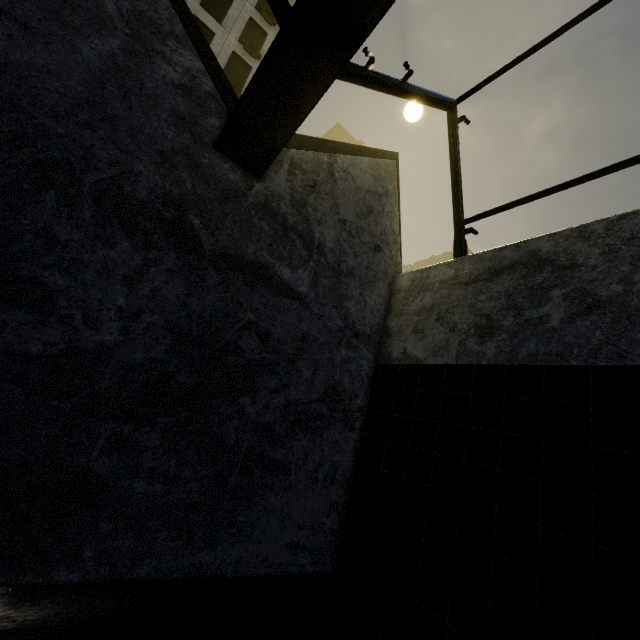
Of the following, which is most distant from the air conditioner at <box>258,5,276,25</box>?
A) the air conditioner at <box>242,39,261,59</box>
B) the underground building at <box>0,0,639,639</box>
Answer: the underground building at <box>0,0,639,639</box>

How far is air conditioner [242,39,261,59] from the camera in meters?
23.2 m

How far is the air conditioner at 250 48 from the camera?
23.2 meters

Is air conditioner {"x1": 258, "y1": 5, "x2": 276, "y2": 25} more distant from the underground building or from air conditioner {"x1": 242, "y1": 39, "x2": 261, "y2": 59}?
the underground building

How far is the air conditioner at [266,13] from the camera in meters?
24.4

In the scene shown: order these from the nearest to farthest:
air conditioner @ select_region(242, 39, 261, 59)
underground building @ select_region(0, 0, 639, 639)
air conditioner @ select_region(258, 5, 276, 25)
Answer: underground building @ select_region(0, 0, 639, 639) → air conditioner @ select_region(242, 39, 261, 59) → air conditioner @ select_region(258, 5, 276, 25)

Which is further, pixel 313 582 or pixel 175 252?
pixel 313 582

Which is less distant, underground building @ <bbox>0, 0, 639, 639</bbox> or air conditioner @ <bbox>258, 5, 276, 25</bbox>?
underground building @ <bbox>0, 0, 639, 639</bbox>
